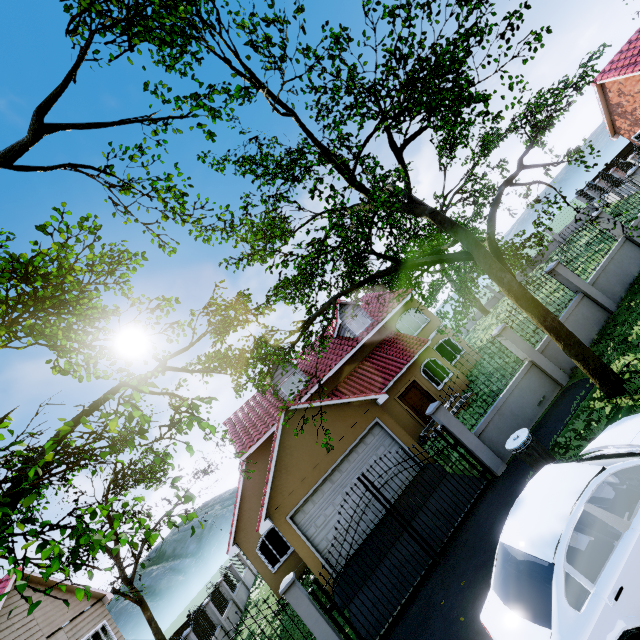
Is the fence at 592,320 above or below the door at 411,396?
below

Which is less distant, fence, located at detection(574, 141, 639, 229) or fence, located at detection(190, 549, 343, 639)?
fence, located at detection(190, 549, 343, 639)

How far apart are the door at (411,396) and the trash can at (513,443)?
9.99m

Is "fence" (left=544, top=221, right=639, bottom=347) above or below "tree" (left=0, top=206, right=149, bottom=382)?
below

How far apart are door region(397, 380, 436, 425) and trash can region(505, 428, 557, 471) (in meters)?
9.99

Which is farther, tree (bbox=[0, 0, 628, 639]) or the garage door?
the garage door

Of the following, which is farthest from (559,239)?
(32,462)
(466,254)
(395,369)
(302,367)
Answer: (32,462)

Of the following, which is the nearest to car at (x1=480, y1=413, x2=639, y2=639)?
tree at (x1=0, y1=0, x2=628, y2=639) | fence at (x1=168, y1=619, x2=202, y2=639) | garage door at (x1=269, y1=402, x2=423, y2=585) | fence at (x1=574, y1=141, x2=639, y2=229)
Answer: tree at (x1=0, y1=0, x2=628, y2=639)
